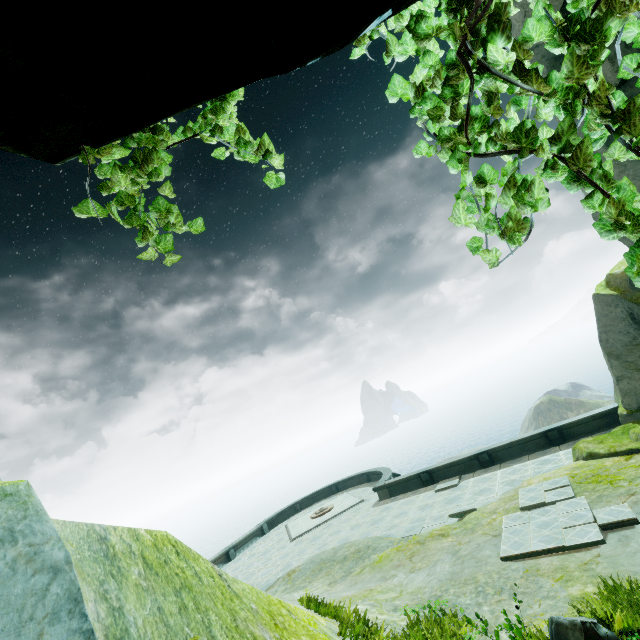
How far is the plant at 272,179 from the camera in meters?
2.1 m

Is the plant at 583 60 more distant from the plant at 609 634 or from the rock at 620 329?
the plant at 609 634

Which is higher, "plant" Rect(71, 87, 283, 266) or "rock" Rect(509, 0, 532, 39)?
"rock" Rect(509, 0, 532, 39)

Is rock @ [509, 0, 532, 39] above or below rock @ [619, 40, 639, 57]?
above

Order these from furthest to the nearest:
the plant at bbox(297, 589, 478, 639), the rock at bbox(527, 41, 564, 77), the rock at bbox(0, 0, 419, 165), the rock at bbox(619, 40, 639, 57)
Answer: the rock at bbox(527, 41, 564, 77), the rock at bbox(619, 40, 639, 57), the plant at bbox(297, 589, 478, 639), the rock at bbox(0, 0, 419, 165)

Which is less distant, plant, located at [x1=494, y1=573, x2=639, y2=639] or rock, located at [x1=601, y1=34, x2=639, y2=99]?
plant, located at [x1=494, y1=573, x2=639, y2=639]

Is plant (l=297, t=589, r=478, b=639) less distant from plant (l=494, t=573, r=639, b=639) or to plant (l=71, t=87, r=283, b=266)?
plant (l=494, t=573, r=639, b=639)

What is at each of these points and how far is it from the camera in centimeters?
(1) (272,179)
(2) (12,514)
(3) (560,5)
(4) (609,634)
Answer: (1) plant, 212cm
(2) rock, 184cm
(3) rock, 1018cm
(4) plant, 382cm
